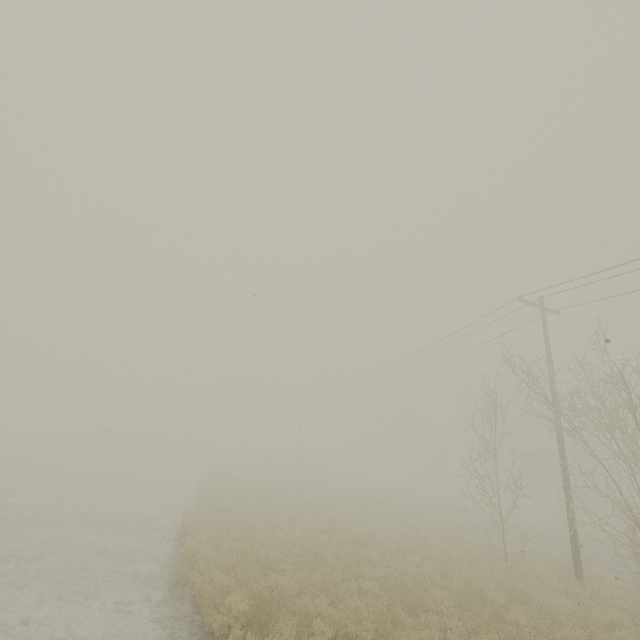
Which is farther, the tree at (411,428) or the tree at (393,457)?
the tree at (411,428)

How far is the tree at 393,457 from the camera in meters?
56.4 m

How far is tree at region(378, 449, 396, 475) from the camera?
56.38m

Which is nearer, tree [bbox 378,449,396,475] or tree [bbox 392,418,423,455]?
tree [bbox 378,449,396,475]

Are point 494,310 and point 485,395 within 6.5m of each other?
yes

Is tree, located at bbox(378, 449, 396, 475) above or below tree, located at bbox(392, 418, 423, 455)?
below
